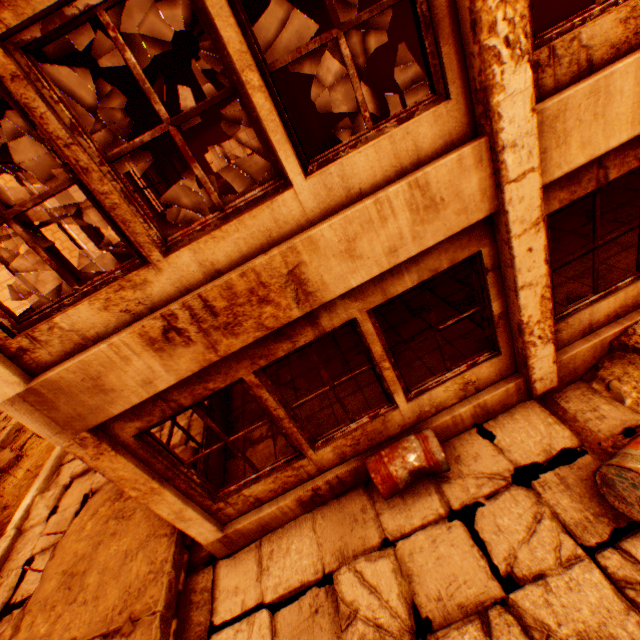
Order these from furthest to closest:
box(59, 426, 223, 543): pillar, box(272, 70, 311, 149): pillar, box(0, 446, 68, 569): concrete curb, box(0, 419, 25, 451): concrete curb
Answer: → box(0, 419, 25, 451): concrete curb → box(272, 70, 311, 149): pillar → box(0, 446, 68, 569): concrete curb → box(59, 426, 223, 543): pillar

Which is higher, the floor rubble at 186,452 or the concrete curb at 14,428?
the floor rubble at 186,452

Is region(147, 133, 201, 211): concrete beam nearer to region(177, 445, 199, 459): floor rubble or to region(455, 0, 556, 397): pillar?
region(177, 445, 199, 459): floor rubble

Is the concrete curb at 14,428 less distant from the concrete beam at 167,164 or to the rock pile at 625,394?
the concrete beam at 167,164

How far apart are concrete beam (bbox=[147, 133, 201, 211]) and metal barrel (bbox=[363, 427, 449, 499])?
10.4 meters

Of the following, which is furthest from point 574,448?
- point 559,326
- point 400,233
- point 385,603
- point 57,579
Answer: point 57,579

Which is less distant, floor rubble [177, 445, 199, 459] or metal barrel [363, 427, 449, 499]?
metal barrel [363, 427, 449, 499]

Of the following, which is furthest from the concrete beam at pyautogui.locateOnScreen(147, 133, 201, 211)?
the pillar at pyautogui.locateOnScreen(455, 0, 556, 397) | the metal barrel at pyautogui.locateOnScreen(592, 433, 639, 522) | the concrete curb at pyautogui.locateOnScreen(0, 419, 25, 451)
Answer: the metal barrel at pyautogui.locateOnScreen(592, 433, 639, 522)
